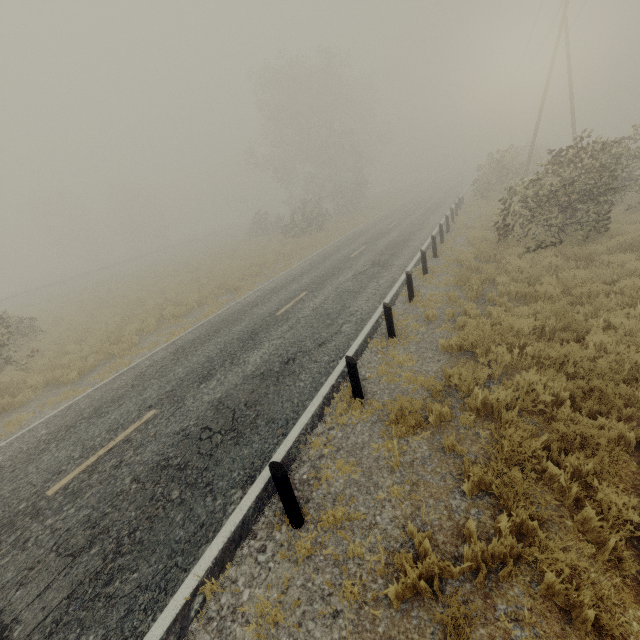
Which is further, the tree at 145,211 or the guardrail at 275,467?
the tree at 145,211

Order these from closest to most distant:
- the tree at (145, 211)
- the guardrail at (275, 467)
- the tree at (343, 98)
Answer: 1. the guardrail at (275, 467)
2. the tree at (343, 98)
3. the tree at (145, 211)

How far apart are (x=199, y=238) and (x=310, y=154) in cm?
2727

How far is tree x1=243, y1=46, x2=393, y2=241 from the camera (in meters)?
34.00

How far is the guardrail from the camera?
3.95m

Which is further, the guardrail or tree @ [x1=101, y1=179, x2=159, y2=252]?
tree @ [x1=101, y1=179, x2=159, y2=252]

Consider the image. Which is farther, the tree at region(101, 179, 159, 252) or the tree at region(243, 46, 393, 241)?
the tree at region(101, 179, 159, 252)
